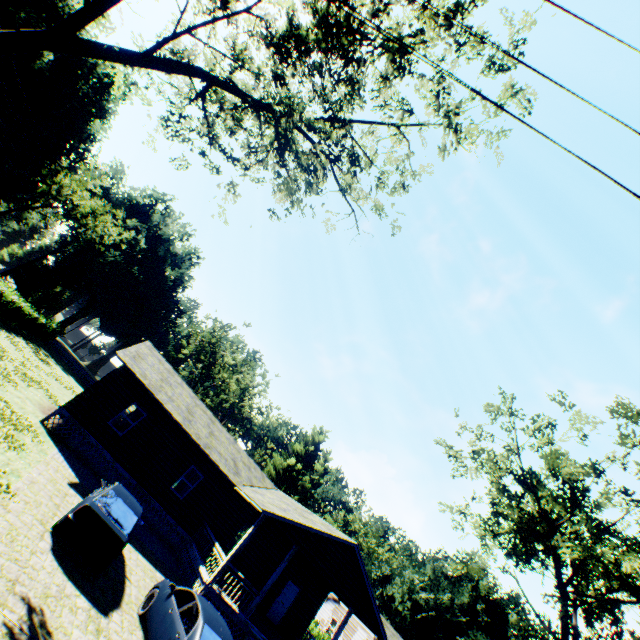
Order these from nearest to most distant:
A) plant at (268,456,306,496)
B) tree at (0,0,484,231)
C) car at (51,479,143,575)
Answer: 1. car at (51,479,143,575)
2. tree at (0,0,484,231)
3. plant at (268,456,306,496)

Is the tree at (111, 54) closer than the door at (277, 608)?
Yes

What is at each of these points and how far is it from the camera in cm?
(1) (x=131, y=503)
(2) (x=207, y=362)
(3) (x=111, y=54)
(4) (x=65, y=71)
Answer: (1) car, 1052
(2) plant, 5972
(3) tree, 1024
(4) plant, 5384

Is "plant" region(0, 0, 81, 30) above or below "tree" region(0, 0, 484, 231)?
above

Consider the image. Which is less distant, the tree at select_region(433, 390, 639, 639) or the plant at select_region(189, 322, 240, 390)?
the tree at select_region(433, 390, 639, 639)

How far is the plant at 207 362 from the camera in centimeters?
5456cm

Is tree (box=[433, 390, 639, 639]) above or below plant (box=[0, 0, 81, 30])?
below

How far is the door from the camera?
19.7m
